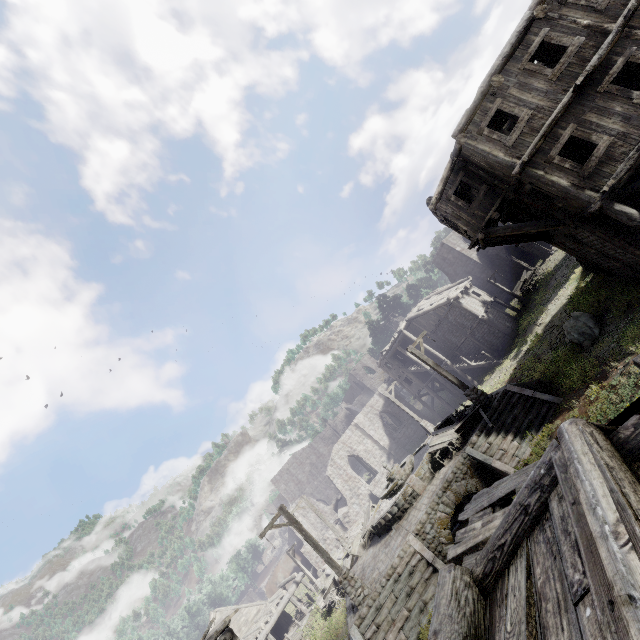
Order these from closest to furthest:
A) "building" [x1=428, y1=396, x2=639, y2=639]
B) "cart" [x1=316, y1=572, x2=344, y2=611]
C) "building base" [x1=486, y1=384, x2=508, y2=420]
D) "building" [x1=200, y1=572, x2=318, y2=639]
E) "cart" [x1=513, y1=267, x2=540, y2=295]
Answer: "building" [x1=428, y1=396, x2=639, y2=639] → "building base" [x1=486, y1=384, x2=508, y2=420] → "building" [x1=200, y1=572, x2=318, y2=639] → "cart" [x1=316, y1=572, x2=344, y2=611] → "cart" [x1=513, y1=267, x2=540, y2=295]

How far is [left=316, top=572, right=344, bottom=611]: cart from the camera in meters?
22.1

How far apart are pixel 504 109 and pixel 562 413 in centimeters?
1181cm

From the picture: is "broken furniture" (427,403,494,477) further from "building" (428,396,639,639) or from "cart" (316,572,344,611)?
"cart" (316,572,344,611)

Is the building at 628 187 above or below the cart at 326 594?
above

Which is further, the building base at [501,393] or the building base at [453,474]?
the building base at [501,393]

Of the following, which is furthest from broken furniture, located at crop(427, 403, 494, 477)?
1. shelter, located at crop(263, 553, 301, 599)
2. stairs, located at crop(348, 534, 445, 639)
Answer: shelter, located at crop(263, 553, 301, 599)

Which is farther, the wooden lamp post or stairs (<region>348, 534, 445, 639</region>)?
the wooden lamp post
